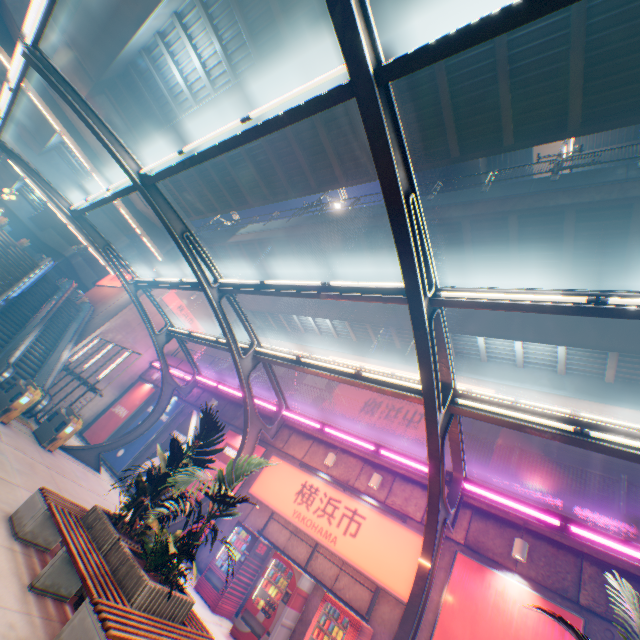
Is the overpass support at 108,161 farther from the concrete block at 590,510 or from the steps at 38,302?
the steps at 38,302

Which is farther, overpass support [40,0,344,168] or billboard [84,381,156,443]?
billboard [84,381,156,443]

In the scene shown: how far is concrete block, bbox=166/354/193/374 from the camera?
20.9m

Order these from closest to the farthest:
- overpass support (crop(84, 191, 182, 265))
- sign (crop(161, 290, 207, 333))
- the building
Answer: overpass support (crop(84, 191, 182, 265))
sign (crop(161, 290, 207, 333))
the building

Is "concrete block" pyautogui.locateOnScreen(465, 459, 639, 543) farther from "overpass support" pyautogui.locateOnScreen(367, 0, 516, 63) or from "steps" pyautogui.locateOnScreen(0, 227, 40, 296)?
"steps" pyautogui.locateOnScreen(0, 227, 40, 296)

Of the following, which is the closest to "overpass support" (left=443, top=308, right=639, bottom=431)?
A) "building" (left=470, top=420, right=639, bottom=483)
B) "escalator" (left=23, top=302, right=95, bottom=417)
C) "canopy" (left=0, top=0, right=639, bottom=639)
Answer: "canopy" (left=0, top=0, right=639, bottom=639)

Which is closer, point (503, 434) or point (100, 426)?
point (100, 426)

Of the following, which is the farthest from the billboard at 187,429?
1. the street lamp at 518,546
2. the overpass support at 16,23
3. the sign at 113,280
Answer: the sign at 113,280
